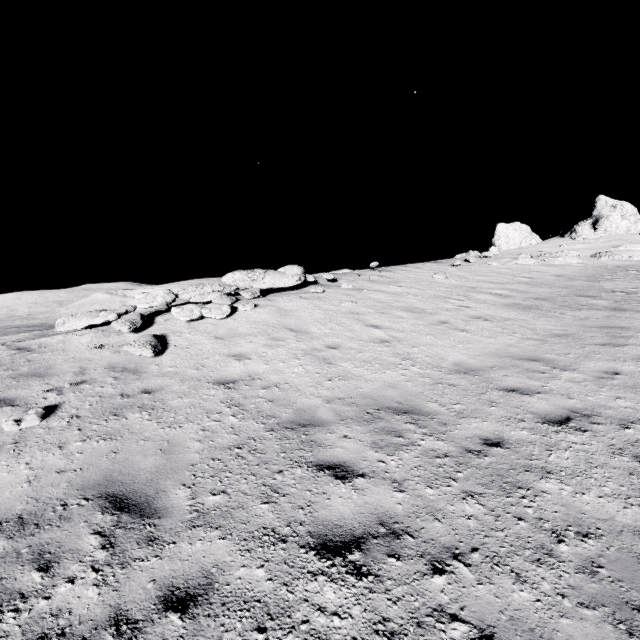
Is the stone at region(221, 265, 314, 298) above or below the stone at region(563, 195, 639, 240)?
below

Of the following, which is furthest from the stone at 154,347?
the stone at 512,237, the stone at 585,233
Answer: the stone at 512,237

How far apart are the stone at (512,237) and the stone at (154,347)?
27.59m

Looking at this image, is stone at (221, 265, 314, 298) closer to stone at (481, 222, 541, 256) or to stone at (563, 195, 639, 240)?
stone at (563, 195, 639, 240)

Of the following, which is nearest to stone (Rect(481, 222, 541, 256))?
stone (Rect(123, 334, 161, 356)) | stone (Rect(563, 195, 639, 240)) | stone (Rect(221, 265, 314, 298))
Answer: stone (Rect(563, 195, 639, 240))

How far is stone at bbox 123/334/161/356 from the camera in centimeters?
734cm

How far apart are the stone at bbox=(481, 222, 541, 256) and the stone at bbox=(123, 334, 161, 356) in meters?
27.6

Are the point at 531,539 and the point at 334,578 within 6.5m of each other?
yes
